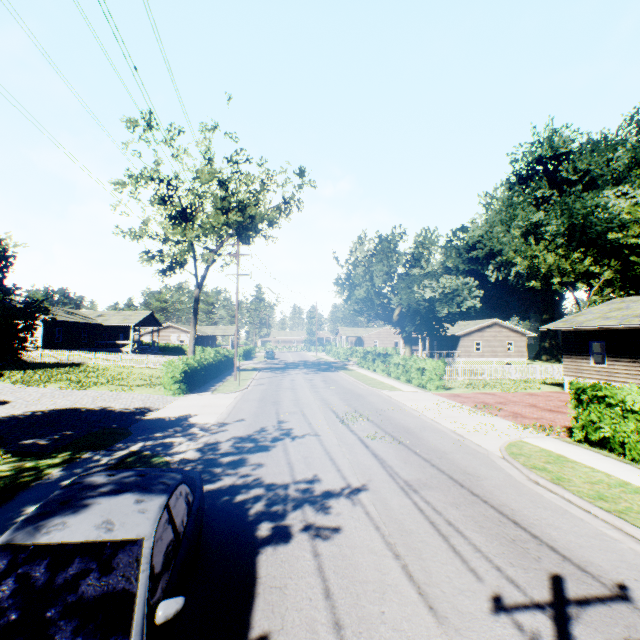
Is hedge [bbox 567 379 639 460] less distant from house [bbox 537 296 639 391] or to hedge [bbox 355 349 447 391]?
house [bbox 537 296 639 391]

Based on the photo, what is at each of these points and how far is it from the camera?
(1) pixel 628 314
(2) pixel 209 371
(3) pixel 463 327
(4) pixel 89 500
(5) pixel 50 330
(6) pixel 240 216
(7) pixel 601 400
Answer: (1) house, 18.9m
(2) hedge, 25.7m
(3) house, 47.7m
(4) car, 3.6m
(5) house, 36.4m
(6) tree, 29.2m
(7) hedge, 10.3m

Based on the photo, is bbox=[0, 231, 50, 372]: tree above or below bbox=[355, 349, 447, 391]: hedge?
above

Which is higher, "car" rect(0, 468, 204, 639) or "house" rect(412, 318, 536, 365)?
"house" rect(412, 318, 536, 365)

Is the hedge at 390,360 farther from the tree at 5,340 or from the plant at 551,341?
the plant at 551,341

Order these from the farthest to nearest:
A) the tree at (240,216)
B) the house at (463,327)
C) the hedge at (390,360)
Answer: the house at (463,327) → the tree at (240,216) → the hedge at (390,360)

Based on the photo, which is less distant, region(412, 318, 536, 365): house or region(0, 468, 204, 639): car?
region(0, 468, 204, 639): car

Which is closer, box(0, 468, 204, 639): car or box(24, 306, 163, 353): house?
box(0, 468, 204, 639): car
